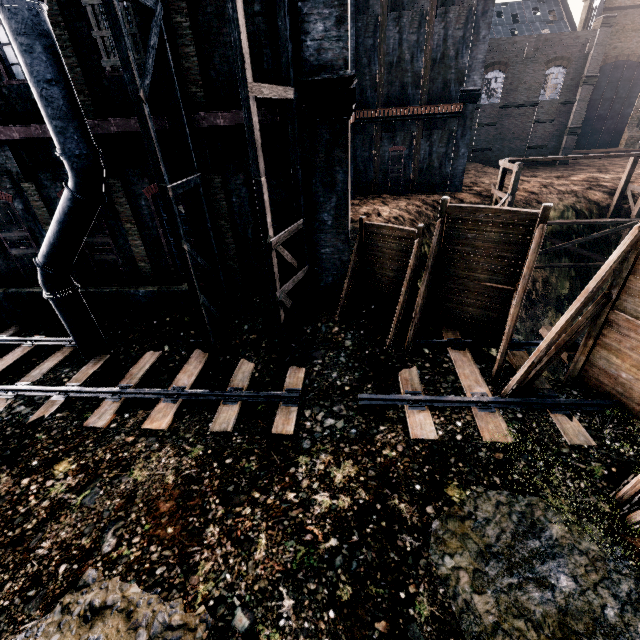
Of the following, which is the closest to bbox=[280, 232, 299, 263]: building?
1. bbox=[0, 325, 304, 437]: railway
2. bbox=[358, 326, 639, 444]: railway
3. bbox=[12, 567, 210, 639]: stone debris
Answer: bbox=[12, 567, 210, 639]: stone debris

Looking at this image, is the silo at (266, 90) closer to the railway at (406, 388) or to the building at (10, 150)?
the building at (10, 150)

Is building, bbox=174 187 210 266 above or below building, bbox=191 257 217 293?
above

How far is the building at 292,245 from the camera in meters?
12.3

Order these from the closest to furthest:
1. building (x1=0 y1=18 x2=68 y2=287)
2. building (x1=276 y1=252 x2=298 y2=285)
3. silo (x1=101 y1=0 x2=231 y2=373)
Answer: silo (x1=101 y1=0 x2=231 y2=373) < building (x1=0 y1=18 x2=68 y2=287) < building (x1=276 y1=252 x2=298 y2=285)

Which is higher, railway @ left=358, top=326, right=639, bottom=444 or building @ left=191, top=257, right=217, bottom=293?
building @ left=191, top=257, right=217, bottom=293

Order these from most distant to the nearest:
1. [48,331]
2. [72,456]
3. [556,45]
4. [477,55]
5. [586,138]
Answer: [586,138], [556,45], [477,55], [48,331], [72,456]

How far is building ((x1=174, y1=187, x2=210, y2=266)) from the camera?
11.9 meters
